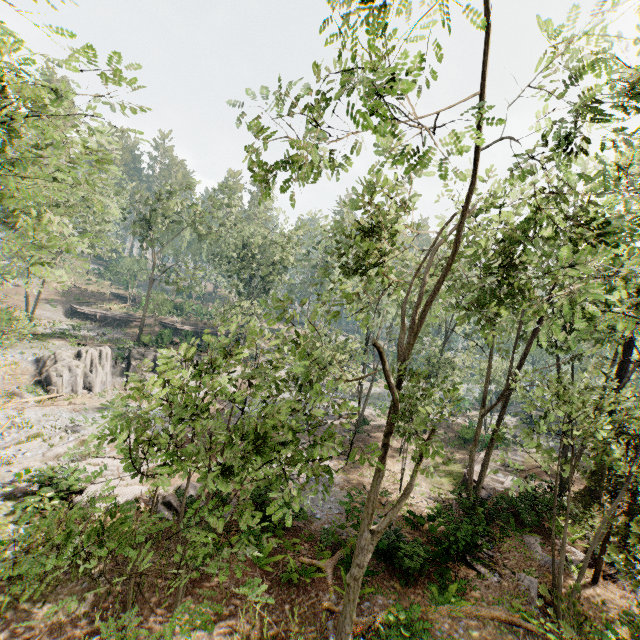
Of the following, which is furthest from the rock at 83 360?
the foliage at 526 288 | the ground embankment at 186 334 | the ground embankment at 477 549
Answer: the ground embankment at 477 549

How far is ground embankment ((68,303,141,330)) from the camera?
45.5m

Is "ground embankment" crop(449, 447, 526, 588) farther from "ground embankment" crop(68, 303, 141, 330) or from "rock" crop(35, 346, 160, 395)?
"ground embankment" crop(68, 303, 141, 330)

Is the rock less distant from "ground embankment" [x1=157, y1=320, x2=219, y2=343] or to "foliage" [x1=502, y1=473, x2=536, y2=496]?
"foliage" [x1=502, y1=473, x2=536, y2=496]

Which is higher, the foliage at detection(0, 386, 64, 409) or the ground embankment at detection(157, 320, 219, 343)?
the ground embankment at detection(157, 320, 219, 343)

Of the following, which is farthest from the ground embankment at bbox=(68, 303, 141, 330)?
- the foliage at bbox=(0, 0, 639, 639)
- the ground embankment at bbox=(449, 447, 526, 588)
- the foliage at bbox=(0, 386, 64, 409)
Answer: the ground embankment at bbox=(449, 447, 526, 588)

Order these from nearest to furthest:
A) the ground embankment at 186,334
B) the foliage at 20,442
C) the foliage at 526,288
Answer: the foliage at 526,288
the foliage at 20,442
the ground embankment at 186,334

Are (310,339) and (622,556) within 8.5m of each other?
no
